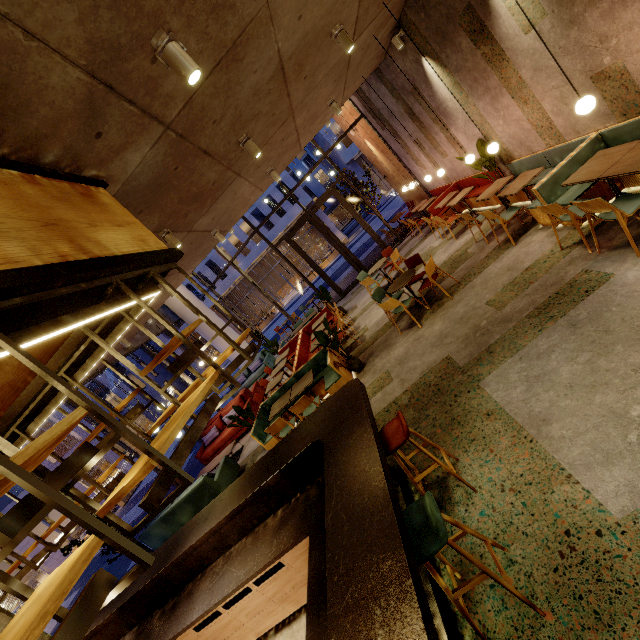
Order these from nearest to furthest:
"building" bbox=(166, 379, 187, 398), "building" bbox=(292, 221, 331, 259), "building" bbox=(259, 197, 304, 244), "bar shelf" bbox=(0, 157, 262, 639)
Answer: "bar shelf" bbox=(0, 157, 262, 639)
"building" bbox=(259, 197, 304, 244)
"building" bbox=(292, 221, 331, 259)
"building" bbox=(166, 379, 187, 398)

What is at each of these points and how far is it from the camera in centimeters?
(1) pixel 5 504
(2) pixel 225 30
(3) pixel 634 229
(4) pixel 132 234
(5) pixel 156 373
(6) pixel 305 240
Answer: (1) building, 2258cm
(2) building, 288cm
(3) building, 404cm
(4) bar shelf, 289cm
(5) building, 4428cm
(6) building, 4428cm

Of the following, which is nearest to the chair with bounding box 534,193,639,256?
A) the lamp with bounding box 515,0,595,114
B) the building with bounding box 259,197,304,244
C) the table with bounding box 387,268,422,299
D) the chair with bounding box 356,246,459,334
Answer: the lamp with bounding box 515,0,595,114

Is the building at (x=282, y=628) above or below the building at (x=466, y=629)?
above

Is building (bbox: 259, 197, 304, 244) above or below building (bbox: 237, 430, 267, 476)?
above

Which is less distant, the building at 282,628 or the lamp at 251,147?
the building at 282,628

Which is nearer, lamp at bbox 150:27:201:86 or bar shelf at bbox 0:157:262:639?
bar shelf at bbox 0:157:262:639

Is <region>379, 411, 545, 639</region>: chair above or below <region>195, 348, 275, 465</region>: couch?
above
